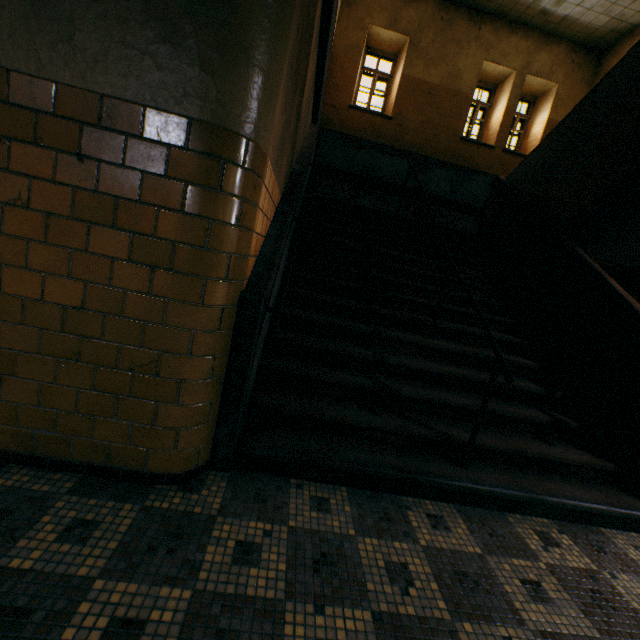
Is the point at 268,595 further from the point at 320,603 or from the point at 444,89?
the point at 444,89
